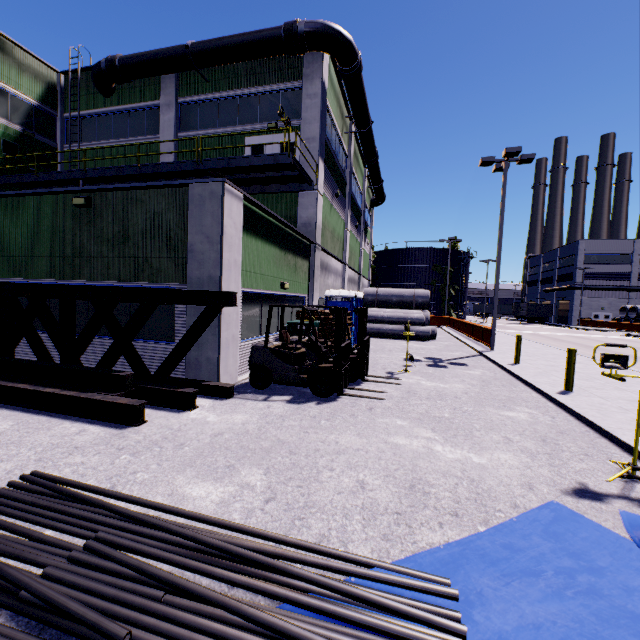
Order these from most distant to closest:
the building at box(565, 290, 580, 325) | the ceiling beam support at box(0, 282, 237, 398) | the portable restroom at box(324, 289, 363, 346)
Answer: the building at box(565, 290, 580, 325), the portable restroom at box(324, 289, 363, 346), the ceiling beam support at box(0, 282, 237, 398)

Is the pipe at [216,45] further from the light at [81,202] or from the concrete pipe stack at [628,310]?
the concrete pipe stack at [628,310]

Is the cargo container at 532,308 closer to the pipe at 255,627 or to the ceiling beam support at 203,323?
the ceiling beam support at 203,323

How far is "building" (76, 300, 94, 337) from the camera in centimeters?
919cm

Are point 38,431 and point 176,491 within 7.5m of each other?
yes

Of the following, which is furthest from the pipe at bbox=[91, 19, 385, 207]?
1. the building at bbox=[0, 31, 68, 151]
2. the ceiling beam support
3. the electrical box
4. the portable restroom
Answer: the portable restroom

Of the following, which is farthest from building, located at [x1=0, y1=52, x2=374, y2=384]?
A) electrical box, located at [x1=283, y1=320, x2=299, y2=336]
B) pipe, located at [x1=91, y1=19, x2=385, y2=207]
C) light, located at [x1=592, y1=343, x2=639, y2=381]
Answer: light, located at [x1=592, y1=343, x2=639, y2=381]
